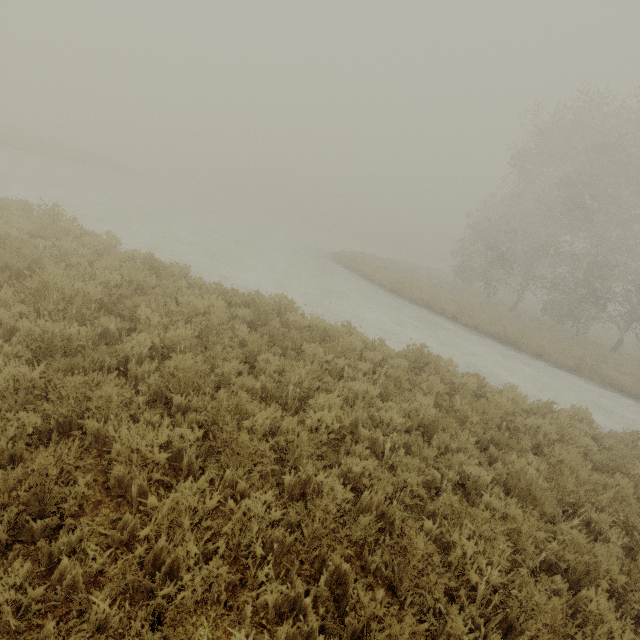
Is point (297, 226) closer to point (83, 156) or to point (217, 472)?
point (83, 156)
